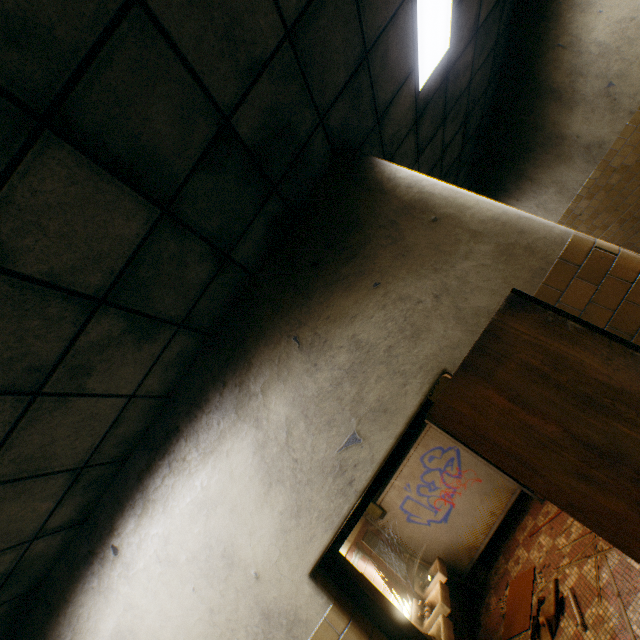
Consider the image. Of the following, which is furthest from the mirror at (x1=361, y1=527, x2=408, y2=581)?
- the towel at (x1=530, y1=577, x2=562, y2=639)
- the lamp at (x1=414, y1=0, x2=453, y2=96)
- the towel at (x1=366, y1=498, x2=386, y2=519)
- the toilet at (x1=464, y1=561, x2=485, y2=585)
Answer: the lamp at (x1=414, y1=0, x2=453, y2=96)

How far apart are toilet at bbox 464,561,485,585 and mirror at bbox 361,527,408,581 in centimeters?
88cm

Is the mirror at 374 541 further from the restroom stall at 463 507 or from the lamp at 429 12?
the lamp at 429 12

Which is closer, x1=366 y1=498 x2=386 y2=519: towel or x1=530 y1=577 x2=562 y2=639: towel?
x1=530 y1=577 x2=562 y2=639: towel

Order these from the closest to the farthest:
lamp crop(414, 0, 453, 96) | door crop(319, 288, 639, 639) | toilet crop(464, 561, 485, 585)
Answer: door crop(319, 288, 639, 639) → lamp crop(414, 0, 453, 96) → toilet crop(464, 561, 485, 585)

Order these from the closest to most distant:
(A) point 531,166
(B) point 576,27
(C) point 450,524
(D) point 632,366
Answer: (D) point 632,366
(B) point 576,27
(C) point 450,524
(A) point 531,166

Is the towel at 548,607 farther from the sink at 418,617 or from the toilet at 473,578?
the toilet at 473,578

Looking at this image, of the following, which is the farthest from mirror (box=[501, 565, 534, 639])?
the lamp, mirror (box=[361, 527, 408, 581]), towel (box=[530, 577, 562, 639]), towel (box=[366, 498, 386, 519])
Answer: the lamp
